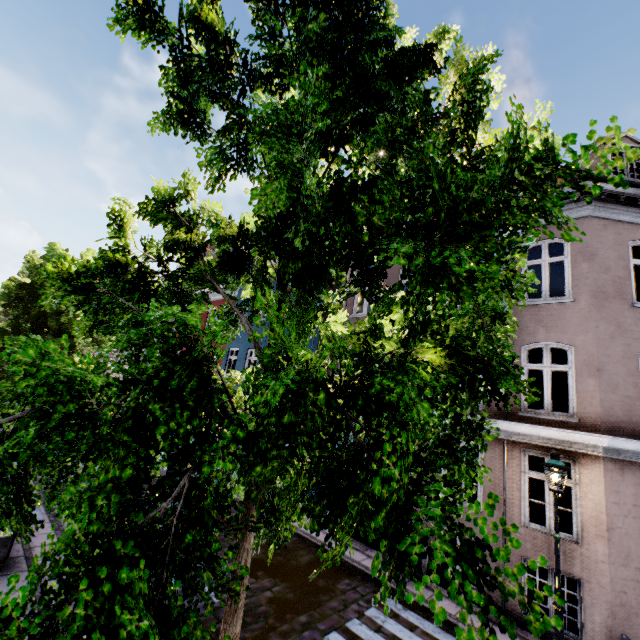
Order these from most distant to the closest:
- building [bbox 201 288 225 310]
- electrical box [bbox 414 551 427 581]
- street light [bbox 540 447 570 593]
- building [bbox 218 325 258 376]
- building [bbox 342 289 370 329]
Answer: building [bbox 201 288 225 310], building [bbox 218 325 258 376], building [bbox 342 289 370 329], electrical box [bbox 414 551 427 581], street light [bbox 540 447 570 593]

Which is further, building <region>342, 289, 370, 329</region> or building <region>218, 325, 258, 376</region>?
building <region>218, 325, 258, 376</region>

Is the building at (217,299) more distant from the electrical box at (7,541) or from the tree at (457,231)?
the electrical box at (7,541)

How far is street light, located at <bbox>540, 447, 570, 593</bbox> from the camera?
6.20m

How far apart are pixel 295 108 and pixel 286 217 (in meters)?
0.87

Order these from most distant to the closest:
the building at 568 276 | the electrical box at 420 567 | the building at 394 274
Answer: the building at 394 274
the electrical box at 420 567
the building at 568 276

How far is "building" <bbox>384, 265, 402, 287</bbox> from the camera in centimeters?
1215cm

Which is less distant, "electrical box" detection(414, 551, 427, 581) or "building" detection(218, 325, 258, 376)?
"electrical box" detection(414, 551, 427, 581)
